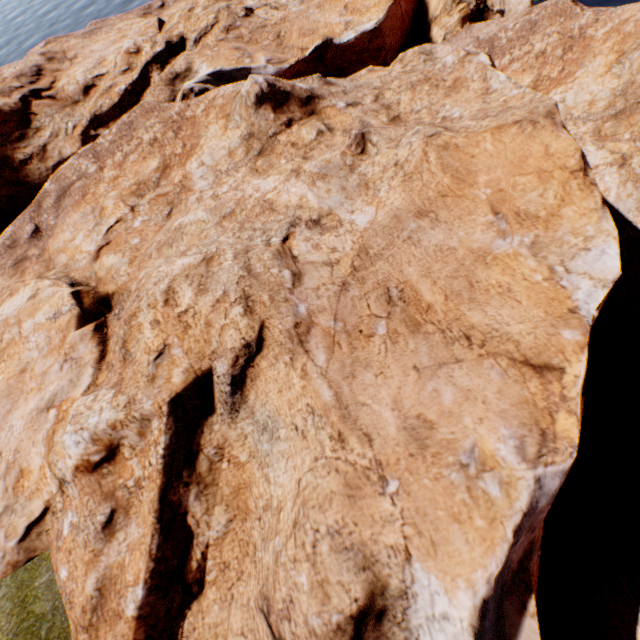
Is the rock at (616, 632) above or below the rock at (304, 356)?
below

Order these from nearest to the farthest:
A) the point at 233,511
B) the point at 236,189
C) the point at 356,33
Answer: the point at 233,511 → the point at 236,189 → the point at 356,33

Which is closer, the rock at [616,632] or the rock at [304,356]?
the rock at [304,356]

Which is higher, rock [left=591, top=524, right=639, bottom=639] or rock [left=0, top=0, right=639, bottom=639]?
rock [left=0, top=0, right=639, bottom=639]

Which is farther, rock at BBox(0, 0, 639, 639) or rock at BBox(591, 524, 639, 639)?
rock at BBox(591, 524, 639, 639)
